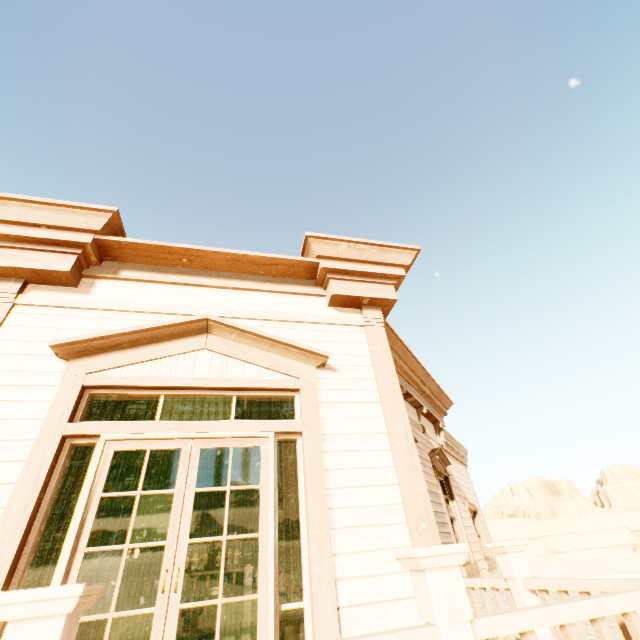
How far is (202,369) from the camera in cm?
333

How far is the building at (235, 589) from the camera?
3.7 meters

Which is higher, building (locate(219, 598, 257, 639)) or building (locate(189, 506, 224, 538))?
building (locate(189, 506, 224, 538))

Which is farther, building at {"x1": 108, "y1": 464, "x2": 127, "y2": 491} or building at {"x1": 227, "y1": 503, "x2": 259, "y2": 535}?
building at {"x1": 227, "y1": 503, "x2": 259, "y2": 535}

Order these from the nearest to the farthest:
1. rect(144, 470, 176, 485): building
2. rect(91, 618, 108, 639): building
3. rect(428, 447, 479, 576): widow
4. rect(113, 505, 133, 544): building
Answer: rect(91, 618, 108, 639): building
rect(428, 447, 479, 576): widow
rect(144, 470, 176, 485): building
rect(113, 505, 133, 544): building
